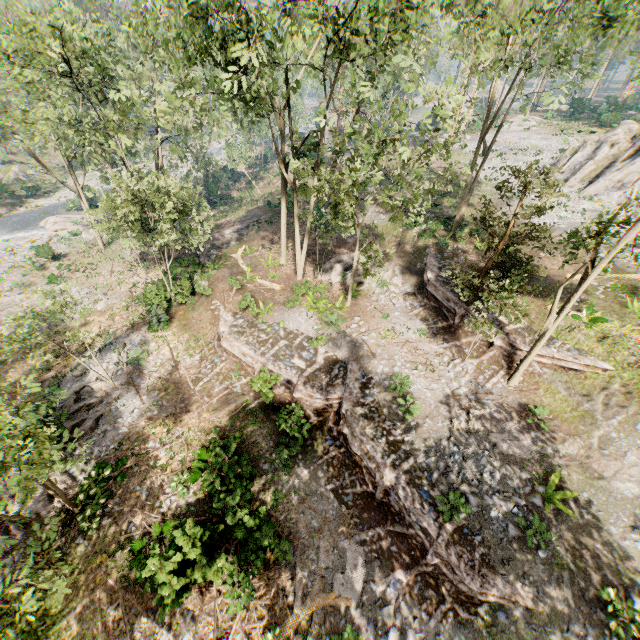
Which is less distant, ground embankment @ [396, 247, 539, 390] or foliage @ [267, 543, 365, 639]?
foliage @ [267, 543, 365, 639]

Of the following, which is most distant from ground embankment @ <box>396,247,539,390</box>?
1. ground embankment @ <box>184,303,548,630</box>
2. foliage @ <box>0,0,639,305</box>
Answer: ground embankment @ <box>184,303,548,630</box>

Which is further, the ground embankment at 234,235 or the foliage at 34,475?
the ground embankment at 234,235

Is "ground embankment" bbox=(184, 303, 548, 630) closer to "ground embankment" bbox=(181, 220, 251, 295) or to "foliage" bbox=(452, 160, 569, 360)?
"foliage" bbox=(452, 160, 569, 360)

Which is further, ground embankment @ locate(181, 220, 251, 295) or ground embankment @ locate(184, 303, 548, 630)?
ground embankment @ locate(181, 220, 251, 295)

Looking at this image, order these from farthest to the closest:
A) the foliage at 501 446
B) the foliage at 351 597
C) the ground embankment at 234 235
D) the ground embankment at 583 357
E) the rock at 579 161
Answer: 1. the rock at 579 161
2. the ground embankment at 234 235
3. the ground embankment at 583 357
4. the foliage at 501 446
5. the foliage at 351 597

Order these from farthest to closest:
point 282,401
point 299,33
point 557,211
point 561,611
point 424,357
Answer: point 557,211
point 424,357
point 282,401
point 299,33
point 561,611

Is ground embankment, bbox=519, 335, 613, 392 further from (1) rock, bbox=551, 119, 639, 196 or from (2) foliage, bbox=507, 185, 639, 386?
(1) rock, bbox=551, 119, 639, 196
